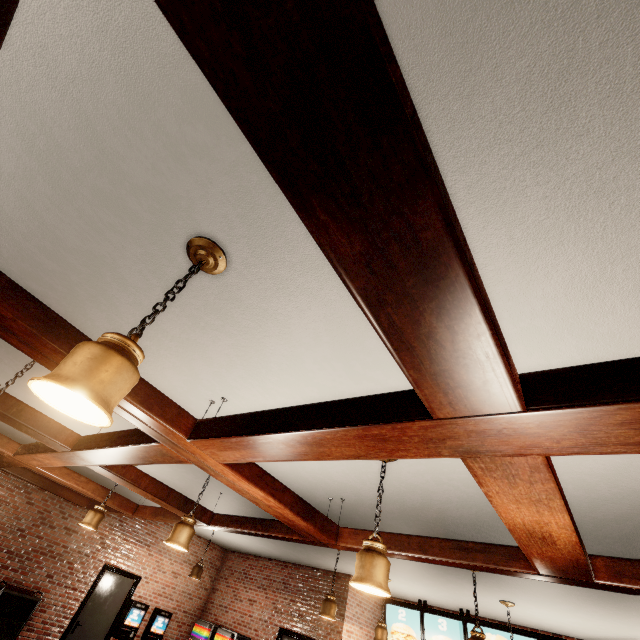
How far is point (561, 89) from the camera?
1.08m
